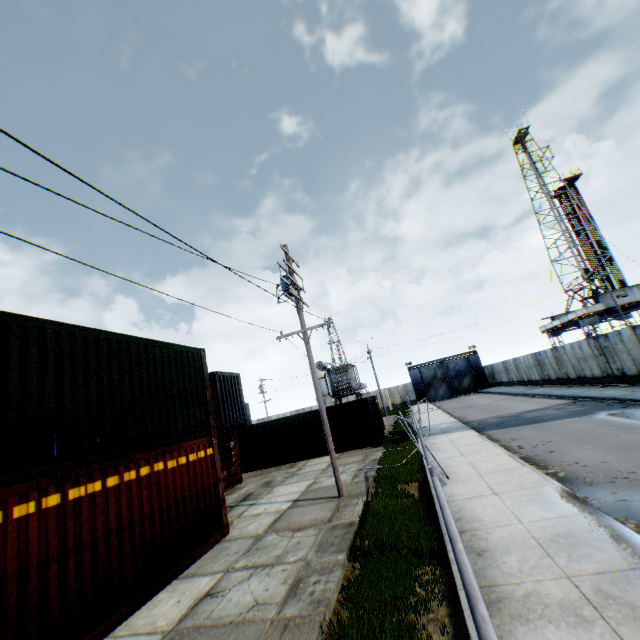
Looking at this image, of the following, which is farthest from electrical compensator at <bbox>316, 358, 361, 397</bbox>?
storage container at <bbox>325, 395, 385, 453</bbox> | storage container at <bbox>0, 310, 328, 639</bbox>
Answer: storage container at <bbox>0, 310, 328, 639</bbox>

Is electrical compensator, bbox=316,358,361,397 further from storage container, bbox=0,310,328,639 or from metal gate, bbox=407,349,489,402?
metal gate, bbox=407,349,489,402

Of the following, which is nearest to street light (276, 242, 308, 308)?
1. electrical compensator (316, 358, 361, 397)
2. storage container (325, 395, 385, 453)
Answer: storage container (325, 395, 385, 453)

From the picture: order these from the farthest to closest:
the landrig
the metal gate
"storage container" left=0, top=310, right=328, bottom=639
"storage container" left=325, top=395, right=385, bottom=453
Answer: the metal gate
the landrig
"storage container" left=325, top=395, right=385, bottom=453
"storage container" left=0, top=310, right=328, bottom=639

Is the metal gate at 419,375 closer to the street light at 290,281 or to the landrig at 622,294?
the landrig at 622,294

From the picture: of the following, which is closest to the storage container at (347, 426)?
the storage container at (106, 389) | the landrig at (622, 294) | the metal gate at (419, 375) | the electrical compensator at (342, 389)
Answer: the electrical compensator at (342, 389)

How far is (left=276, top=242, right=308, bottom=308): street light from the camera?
12.2 meters

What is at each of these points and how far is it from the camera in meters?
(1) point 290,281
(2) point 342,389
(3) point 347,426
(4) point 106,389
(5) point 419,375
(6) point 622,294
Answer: (1) street light, 13.6 m
(2) electrical compensator, 30.5 m
(3) storage container, 21.0 m
(4) storage container, 7.3 m
(5) metal gate, 52.3 m
(6) landrig, 36.3 m
